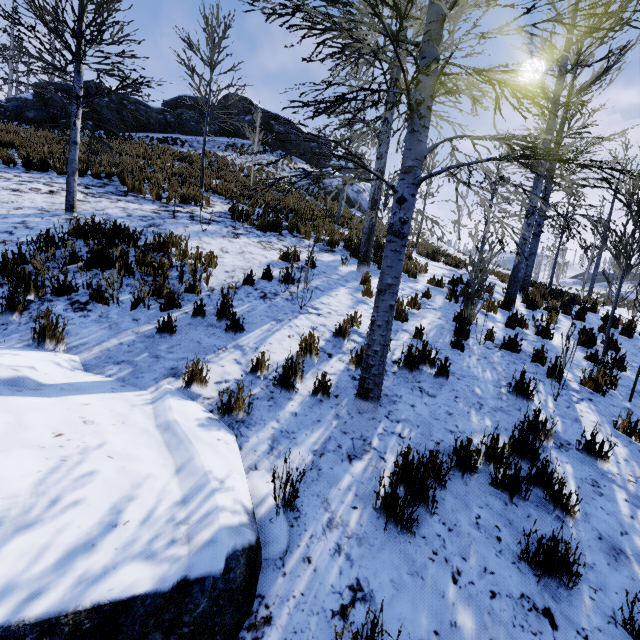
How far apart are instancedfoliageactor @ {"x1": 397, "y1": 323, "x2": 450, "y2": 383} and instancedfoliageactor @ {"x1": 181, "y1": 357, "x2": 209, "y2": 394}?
2.22m

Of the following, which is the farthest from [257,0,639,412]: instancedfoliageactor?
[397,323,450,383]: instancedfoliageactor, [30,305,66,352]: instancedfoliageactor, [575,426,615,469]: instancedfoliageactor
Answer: [30,305,66,352]: instancedfoliageactor

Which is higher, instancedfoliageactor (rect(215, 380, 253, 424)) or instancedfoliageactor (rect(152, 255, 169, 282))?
instancedfoliageactor (rect(152, 255, 169, 282))

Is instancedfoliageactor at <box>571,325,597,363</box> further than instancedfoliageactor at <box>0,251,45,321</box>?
Yes

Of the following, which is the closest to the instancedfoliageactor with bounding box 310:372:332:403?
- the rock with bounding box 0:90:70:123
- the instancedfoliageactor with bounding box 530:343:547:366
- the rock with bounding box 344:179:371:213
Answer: the instancedfoliageactor with bounding box 530:343:547:366

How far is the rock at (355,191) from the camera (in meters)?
24.08

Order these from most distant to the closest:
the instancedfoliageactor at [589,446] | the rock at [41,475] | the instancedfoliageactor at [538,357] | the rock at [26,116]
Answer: the rock at [26,116]
the instancedfoliageactor at [538,357]
the instancedfoliageactor at [589,446]
the rock at [41,475]

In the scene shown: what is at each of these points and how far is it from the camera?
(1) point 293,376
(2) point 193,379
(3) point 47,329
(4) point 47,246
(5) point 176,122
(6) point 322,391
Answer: (1) instancedfoliageactor, 3.83m
(2) instancedfoliageactor, 3.30m
(3) instancedfoliageactor, 3.35m
(4) instancedfoliageactor, 4.99m
(5) rock, 26.17m
(6) instancedfoliageactor, 3.73m
